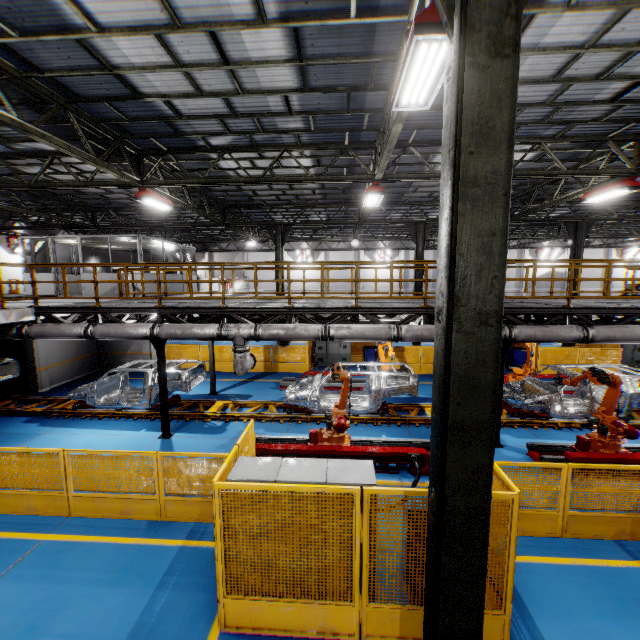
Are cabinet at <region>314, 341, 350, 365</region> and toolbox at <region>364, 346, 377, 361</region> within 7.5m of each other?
yes

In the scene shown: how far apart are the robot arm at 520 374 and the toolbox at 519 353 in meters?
2.9 m

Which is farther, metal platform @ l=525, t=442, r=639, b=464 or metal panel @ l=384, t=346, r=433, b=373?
metal panel @ l=384, t=346, r=433, b=373

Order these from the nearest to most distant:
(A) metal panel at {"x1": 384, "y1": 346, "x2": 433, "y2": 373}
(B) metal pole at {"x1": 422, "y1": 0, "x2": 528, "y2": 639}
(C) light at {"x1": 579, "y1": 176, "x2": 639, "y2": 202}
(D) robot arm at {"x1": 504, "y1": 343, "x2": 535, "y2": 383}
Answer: (B) metal pole at {"x1": 422, "y1": 0, "x2": 528, "y2": 639} → (C) light at {"x1": 579, "y1": 176, "x2": 639, "y2": 202} → (D) robot arm at {"x1": 504, "y1": 343, "x2": 535, "y2": 383} → (A) metal panel at {"x1": 384, "y1": 346, "x2": 433, "y2": 373}

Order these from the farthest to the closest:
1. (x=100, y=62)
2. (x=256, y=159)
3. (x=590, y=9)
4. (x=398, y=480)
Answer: (x=256, y=159)
(x=398, y=480)
(x=100, y=62)
(x=590, y=9)

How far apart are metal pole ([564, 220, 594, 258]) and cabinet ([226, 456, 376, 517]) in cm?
1747

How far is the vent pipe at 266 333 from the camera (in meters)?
9.01

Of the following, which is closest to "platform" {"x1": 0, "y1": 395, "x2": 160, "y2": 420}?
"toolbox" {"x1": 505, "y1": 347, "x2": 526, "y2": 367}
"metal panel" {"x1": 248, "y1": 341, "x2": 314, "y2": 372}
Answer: "metal panel" {"x1": 248, "y1": 341, "x2": 314, "y2": 372}
